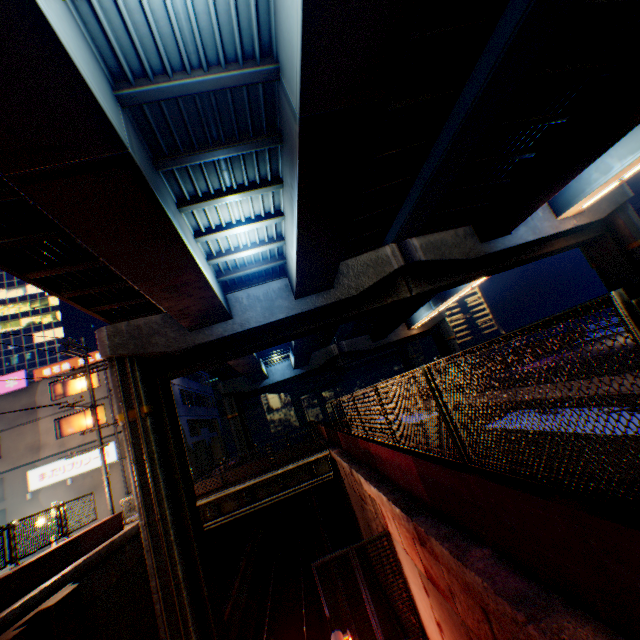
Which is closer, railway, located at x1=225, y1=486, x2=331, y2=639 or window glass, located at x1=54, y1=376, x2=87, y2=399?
railway, located at x1=225, y1=486, x2=331, y2=639

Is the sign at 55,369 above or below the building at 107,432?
above

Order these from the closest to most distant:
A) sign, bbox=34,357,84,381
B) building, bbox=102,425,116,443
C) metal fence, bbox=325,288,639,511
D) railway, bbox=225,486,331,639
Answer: metal fence, bbox=325,288,639,511
railway, bbox=225,486,331,639
building, bbox=102,425,116,443
sign, bbox=34,357,84,381

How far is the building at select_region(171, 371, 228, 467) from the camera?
28.9m

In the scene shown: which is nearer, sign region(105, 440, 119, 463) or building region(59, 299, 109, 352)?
sign region(105, 440, 119, 463)

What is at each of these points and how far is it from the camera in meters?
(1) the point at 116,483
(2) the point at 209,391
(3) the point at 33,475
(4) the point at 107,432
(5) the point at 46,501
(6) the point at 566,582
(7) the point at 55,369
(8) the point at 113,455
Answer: (1) building, 24.0 m
(2) building, 42.5 m
(3) sign, 23.5 m
(4) building, 25.0 m
(5) building, 23.3 m
(6) concrete block, 2.5 m
(7) sign, 25.8 m
(8) sign, 24.3 m

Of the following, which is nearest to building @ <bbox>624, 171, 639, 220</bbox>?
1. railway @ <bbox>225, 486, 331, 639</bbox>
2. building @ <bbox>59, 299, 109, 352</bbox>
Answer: railway @ <bbox>225, 486, 331, 639</bbox>

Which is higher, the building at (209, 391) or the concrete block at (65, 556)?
the building at (209, 391)
